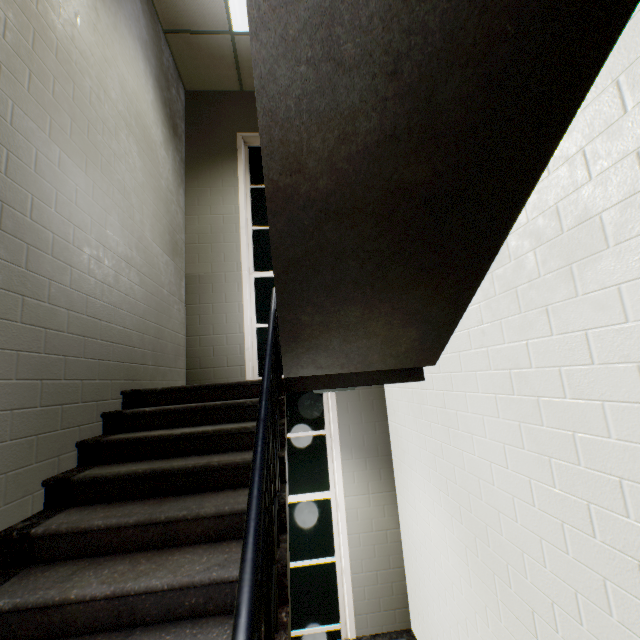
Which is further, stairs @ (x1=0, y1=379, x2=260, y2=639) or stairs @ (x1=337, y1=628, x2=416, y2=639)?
stairs @ (x1=337, y1=628, x2=416, y2=639)

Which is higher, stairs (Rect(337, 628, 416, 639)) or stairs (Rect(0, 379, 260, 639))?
stairs (Rect(0, 379, 260, 639))

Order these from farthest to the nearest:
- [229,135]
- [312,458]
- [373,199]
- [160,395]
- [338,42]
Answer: [229,135] < [312,458] < [160,395] < [373,199] < [338,42]

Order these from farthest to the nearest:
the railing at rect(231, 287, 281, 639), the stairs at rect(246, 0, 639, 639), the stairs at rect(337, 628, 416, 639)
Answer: the stairs at rect(337, 628, 416, 639) < the stairs at rect(246, 0, 639, 639) < the railing at rect(231, 287, 281, 639)

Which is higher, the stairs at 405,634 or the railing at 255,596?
the railing at 255,596

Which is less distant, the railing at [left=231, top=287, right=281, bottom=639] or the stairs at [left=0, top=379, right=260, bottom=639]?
the railing at [left=231, top=287, right=281, bottom=639]

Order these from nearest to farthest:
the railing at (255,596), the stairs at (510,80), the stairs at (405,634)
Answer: the railing at (255,596)
the stairs at (510,80)
the stairs at (405,634)
